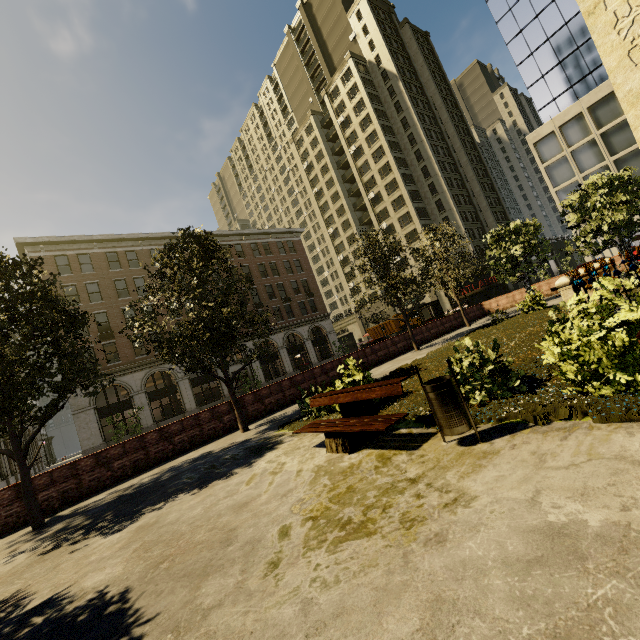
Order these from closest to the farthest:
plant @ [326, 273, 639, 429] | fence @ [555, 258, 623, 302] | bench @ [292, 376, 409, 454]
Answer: plant @ [326, 273, 639, 429] → bench @ [292, 376, 409, 454] → fence @ [555, 258, 623, 302]

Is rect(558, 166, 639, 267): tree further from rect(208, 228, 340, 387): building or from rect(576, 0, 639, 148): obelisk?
rect(576, 0, 639, 148): obelisk

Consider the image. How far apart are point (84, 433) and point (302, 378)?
22.5m

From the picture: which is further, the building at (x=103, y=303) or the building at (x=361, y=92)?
the building at (x=361, y=92)

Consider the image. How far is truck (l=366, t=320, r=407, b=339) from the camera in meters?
43.7 m

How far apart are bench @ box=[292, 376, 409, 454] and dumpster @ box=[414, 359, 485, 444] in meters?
0.5

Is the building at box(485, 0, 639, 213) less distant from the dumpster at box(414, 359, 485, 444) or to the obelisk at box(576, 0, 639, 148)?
the dumpster at box(414, 359, 485, 444)

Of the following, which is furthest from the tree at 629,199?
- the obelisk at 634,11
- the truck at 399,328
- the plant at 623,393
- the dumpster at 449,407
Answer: the truck at 399,328
